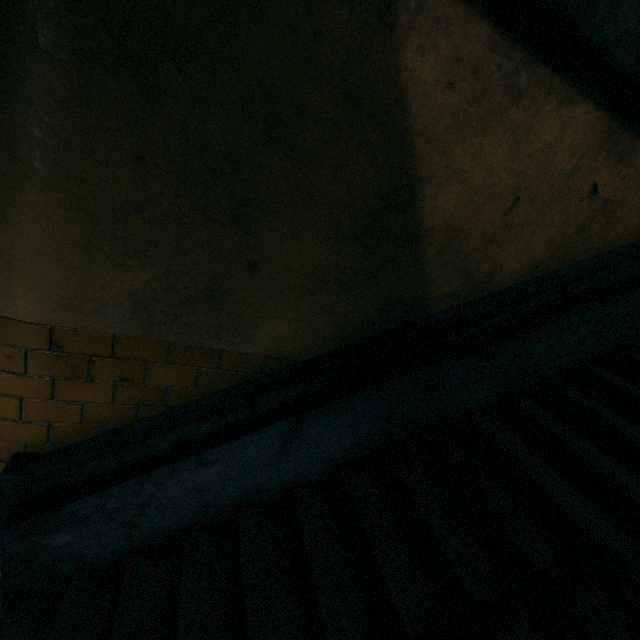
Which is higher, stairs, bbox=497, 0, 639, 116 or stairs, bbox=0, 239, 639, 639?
stairs, bbox=497, 0, 639, 116

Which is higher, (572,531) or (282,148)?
(282,148)

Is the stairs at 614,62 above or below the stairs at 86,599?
above
